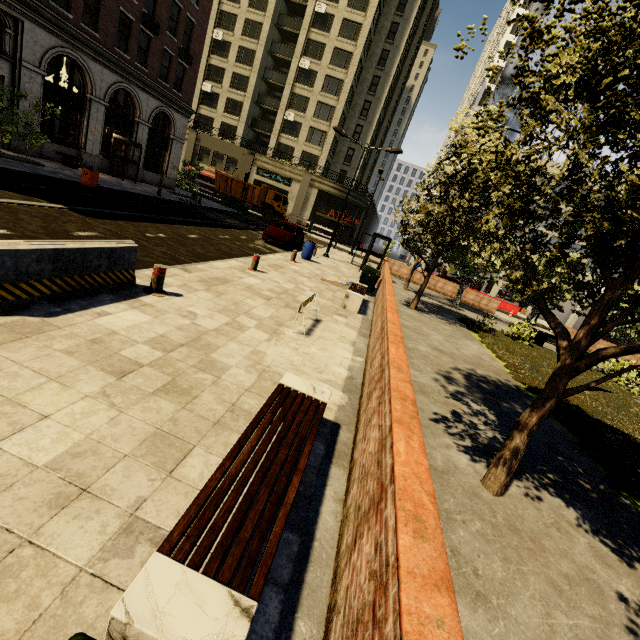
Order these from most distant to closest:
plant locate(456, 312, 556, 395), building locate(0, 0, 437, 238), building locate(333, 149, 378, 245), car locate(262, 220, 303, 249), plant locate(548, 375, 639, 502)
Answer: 1. building locate(333, 149, 378, 245)
2. car locate(262, 220, 303, 249)
3. building locate(0, 0, 437, 238)
4. plant locate(456, 312, 556, 395)
5. plant locate(548, 375, 639, 502)

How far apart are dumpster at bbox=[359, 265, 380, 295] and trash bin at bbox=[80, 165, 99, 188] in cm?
1332

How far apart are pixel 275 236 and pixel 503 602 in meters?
17.8 m

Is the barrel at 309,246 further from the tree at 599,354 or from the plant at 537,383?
the plant at 537,383

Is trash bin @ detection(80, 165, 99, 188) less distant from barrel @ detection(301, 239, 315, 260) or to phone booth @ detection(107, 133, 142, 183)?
phone booth @ detection(107, 133, 142, 183)

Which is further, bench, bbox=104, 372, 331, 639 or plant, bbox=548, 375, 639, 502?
plant, bbox=548, 375, 639, 502

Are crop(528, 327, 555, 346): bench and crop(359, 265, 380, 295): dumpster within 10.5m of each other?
yes

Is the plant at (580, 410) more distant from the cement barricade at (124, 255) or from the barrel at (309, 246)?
the cement barricade at (124, 255)
